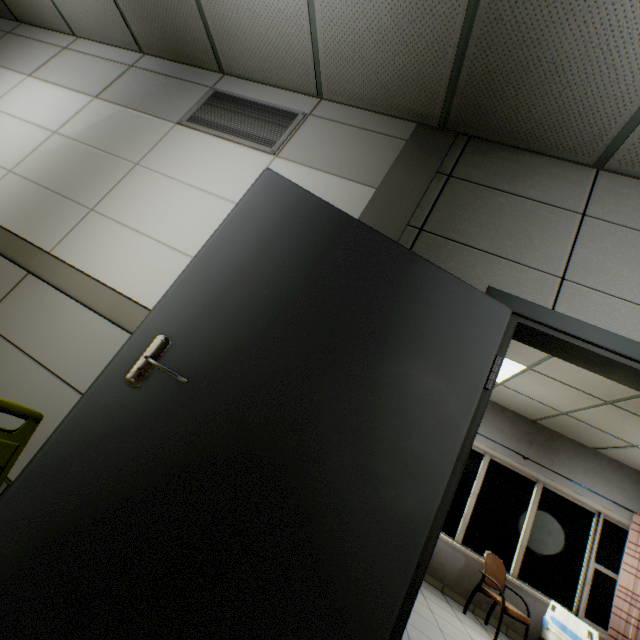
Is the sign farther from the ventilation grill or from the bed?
the bed

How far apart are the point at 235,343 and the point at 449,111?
2.1 meters

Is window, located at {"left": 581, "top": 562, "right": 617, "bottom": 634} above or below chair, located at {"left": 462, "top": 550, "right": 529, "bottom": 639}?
above

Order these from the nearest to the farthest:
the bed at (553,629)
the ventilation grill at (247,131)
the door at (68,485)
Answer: the door at (68,485) → the ventilation grill at (247,131) → the bed at (553,629)

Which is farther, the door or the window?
the window

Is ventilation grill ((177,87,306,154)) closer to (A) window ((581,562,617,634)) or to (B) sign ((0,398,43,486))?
(B) sign ((0,398,43,486))

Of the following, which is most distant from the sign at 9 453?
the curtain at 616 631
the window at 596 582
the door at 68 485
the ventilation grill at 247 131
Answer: the window at 596 582

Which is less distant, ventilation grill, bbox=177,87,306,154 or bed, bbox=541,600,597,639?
ventilation grill, bbox=177,87,306,154
